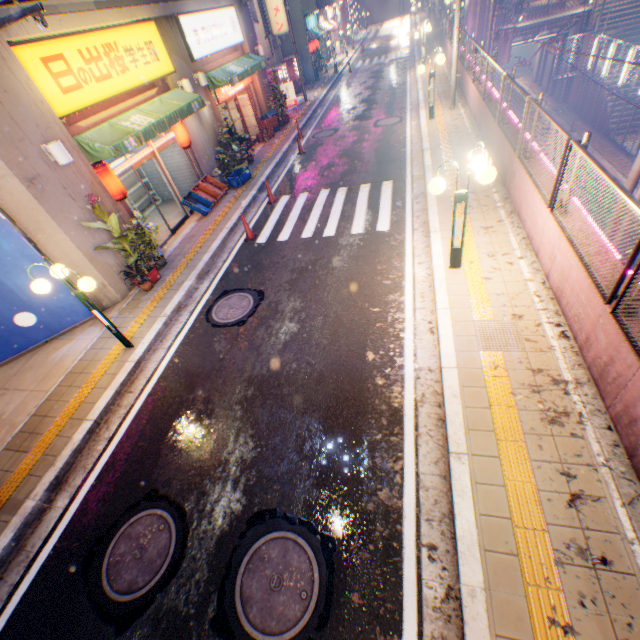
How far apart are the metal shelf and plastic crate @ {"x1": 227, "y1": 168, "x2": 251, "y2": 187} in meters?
2.6 m

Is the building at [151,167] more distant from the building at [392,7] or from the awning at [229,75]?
→ the building at [392,7]

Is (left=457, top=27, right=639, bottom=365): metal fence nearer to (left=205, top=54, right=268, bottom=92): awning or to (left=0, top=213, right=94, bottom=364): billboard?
(left=205, top=54, right=268, bottom=92): awning

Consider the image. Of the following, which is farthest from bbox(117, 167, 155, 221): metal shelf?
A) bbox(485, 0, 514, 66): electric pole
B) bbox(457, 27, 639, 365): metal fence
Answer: bbox(485, 0, 514, 66): electric pole

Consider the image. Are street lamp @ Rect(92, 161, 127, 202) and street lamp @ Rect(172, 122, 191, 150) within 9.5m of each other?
yes

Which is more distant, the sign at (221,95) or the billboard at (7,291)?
the sign at (221,95)

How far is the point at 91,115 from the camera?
8.6 meters

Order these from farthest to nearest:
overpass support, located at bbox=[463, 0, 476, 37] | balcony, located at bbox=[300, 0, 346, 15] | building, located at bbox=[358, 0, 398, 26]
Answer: building, located at bbox=[358, 0, 398, 26], balcony, located at bbox=[300, 0, 346, 15], overpass support, located at bbox=[463, 0, 476, 37]
